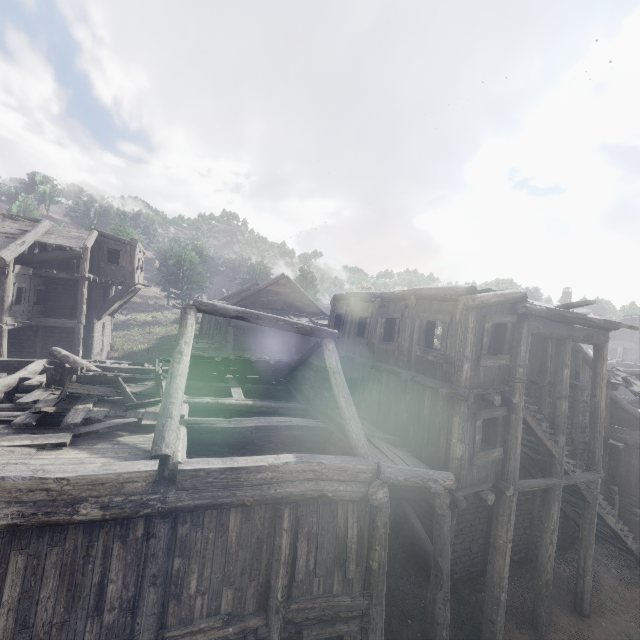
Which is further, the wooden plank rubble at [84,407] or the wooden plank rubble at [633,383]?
the wooden plank rubble at [633,383]

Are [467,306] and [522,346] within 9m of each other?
yes

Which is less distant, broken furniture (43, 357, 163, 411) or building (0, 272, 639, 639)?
building (0, 272, 639, 639)

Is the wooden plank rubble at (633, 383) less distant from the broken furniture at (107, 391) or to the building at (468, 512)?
the building at (468, 512)

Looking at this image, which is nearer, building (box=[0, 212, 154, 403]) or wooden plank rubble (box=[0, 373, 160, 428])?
wooden plank rubble (box=[0, 373, 160, 428])

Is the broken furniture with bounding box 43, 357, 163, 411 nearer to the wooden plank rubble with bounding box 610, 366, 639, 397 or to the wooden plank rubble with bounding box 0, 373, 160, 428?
the wooden plank rubble with bounding box 0, 373, 160, 428

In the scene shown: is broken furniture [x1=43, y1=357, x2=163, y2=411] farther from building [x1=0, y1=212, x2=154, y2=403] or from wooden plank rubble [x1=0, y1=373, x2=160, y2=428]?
building [x1=0, y1=212, x2=154, y2=403]

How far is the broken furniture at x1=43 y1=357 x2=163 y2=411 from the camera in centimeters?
815cm
